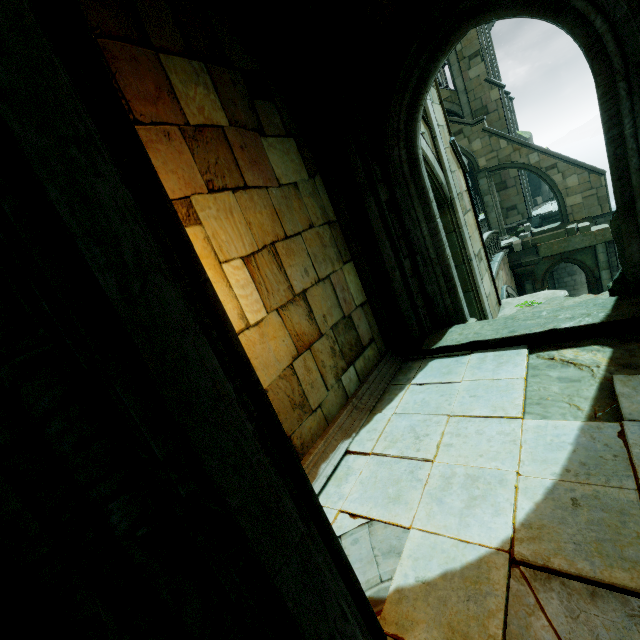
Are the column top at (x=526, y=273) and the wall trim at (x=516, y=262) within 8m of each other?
yes

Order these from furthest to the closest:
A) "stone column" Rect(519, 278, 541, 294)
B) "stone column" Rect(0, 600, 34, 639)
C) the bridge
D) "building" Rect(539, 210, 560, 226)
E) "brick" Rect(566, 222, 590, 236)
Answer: "building" Rect(539, 210, 560, 226) < "stone column" Rect(519, 278, 541, 294) < "brick" Rect(566, 222, 590, 236) < the bridge < "stone column" Rect(0, 600, 34, 639)

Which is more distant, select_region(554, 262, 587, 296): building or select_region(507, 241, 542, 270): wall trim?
select_region(554, 262, 587, 296): building

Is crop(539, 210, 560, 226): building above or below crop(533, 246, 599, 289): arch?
above

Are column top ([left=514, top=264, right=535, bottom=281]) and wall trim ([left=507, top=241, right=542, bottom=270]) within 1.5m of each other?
yes

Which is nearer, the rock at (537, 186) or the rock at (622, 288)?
the rock at (622, 288)

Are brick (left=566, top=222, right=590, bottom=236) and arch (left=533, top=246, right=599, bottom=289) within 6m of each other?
yes

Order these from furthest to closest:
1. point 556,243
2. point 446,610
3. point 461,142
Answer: point 461,142 < point 556,243 < point 446,610
